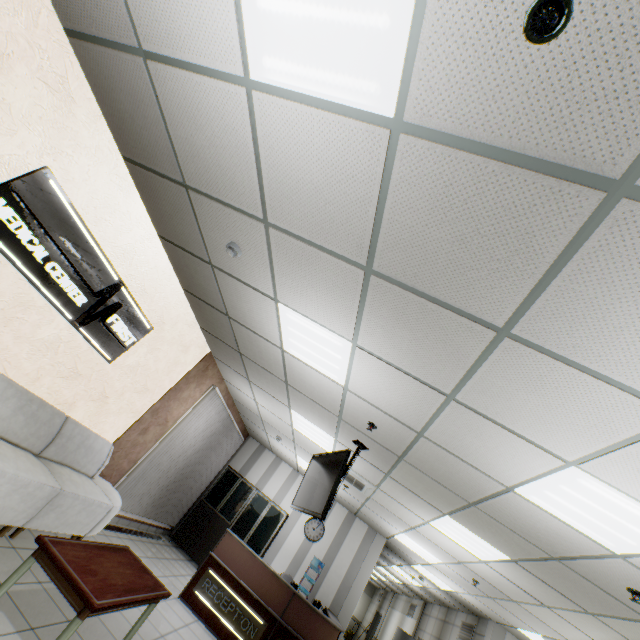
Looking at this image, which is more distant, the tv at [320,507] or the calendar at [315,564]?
the calendar at [315,564]

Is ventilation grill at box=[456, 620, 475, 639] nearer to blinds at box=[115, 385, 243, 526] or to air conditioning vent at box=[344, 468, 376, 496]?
air conditioning vent at box=[344, 468, 376, 496]

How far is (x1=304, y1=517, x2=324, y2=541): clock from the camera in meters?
8.8

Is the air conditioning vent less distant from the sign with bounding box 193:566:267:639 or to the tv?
the tv

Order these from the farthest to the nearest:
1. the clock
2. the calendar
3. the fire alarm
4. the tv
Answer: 1. the clock
2. the calendar
3. the tv
4. the fire alarm

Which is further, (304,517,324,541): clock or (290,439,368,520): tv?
(304,517,324,541): clock

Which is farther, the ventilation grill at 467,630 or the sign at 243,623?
the ventilation grill at 467,630

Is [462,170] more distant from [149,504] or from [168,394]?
[149,504]
